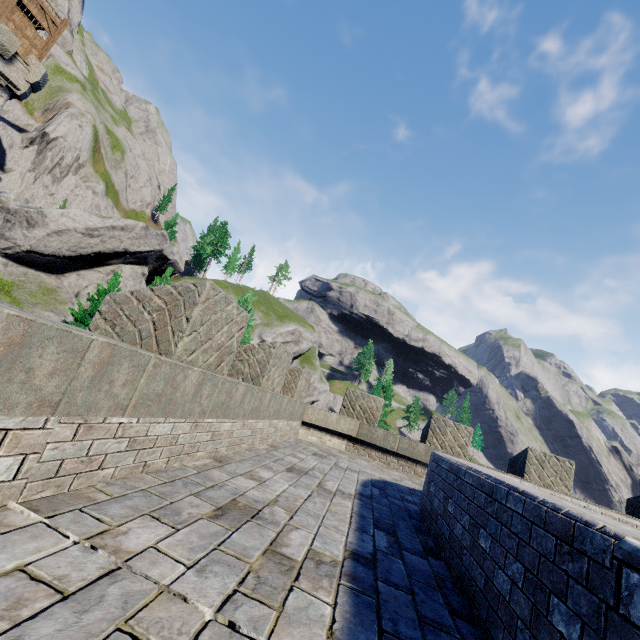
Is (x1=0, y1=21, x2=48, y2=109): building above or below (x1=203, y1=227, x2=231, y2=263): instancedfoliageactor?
below

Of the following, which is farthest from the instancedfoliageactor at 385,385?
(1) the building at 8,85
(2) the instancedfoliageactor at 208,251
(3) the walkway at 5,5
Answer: (3) the walkway at 5,5

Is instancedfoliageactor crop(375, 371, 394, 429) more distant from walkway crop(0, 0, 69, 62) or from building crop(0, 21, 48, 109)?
walkway crop(0, 0, 69, 62)

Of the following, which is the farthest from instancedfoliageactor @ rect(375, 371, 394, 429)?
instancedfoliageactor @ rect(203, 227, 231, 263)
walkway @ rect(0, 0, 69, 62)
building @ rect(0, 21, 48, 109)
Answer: walkway @ rect(0, 0, 69, 62)

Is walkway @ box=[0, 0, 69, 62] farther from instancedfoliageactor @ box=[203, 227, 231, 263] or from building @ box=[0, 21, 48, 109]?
instancedfoliageactor @ box=[203, 227, 231, 263]

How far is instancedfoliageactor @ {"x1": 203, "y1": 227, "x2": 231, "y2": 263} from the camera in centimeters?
5712cm

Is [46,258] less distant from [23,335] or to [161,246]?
[161,246]

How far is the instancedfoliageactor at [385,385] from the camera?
55.9 meters
